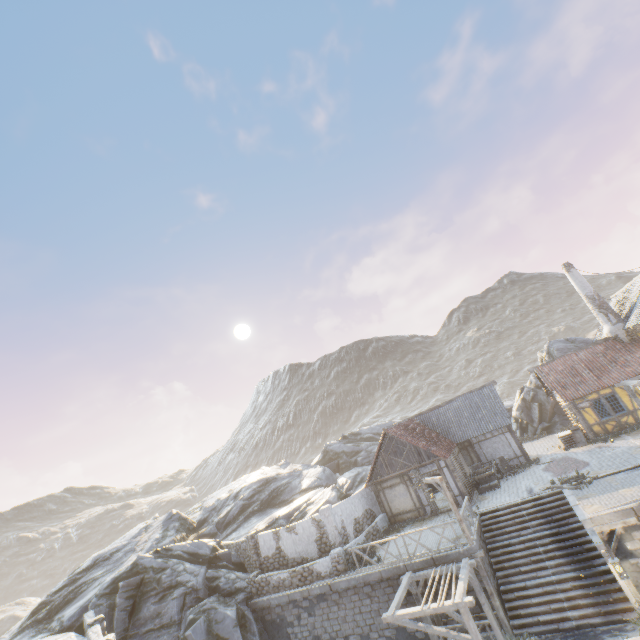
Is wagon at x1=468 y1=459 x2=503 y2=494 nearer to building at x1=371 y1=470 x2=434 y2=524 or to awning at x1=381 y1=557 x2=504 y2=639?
building at x1=371 y1=470 x2=434 y2=524

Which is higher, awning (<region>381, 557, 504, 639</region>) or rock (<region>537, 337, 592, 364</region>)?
rock (<region>537, 337, 592, 364</region>)

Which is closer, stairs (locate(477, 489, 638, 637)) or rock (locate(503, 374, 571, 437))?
stairs (locate(477, 489, 638, 637))

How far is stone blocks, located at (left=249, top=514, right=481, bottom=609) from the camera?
14.68m

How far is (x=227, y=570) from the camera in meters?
21.0

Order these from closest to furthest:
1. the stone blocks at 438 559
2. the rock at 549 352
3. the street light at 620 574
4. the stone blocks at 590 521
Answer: the street light at 620 574 < the stone blocks at 590 521 < the stone blocks at 438 559 < the rock at 549 352

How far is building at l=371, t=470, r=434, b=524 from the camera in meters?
21.1 m

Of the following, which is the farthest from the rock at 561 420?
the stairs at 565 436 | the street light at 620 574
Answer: the street light at 620 574
